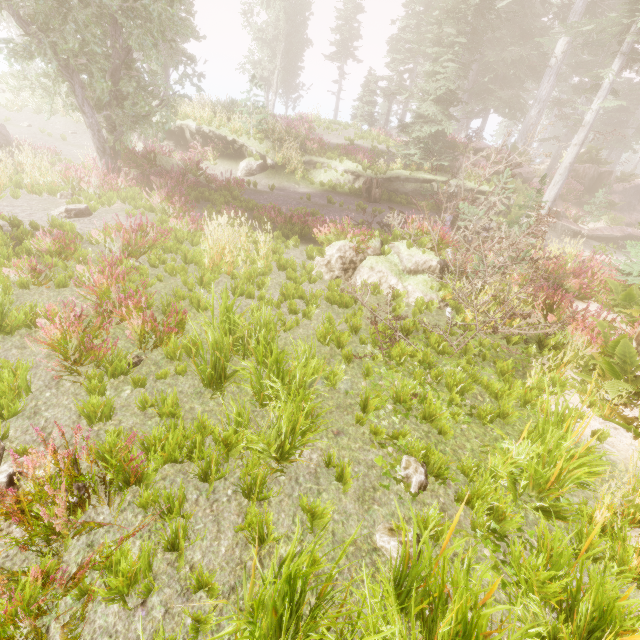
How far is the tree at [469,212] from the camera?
5.7m

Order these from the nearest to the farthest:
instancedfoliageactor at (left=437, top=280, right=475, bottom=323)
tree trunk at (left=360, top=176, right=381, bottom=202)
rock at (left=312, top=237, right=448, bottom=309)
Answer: instancedfoliageactor at (left=437, top=280, right=475, bottom=323) → rock at (left=312, top=237, right=448, bottom=309) → tree trunk at (left=360, top=176, right=381, bottom=202)

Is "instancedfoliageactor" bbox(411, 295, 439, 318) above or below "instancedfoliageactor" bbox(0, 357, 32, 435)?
below

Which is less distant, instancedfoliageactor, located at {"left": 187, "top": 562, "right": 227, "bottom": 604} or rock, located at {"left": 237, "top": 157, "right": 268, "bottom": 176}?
instancedfoliageactor, located at {"left": 187, "top": 562, "right": 227, "bottom": 604}

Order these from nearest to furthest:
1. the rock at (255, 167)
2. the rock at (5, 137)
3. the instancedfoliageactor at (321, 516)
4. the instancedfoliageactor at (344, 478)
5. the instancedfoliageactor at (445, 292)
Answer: the instancedfoliageactor at (321, 516) → the instancedfoliageactor at (344, 478) → the instancedfoliageactor at (445, 292) → the rock at (5, 137) → the rock at (255, 167)

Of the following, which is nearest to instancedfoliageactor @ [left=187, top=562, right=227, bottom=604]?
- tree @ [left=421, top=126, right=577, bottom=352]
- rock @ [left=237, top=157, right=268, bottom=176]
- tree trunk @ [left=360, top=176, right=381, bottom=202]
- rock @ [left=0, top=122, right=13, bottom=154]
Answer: tree @ [left=421, top=126, right=577, bottom=352]

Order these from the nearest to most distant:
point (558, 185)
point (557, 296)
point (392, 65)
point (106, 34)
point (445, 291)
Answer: point (445, 291), point (557, 296), point (106, 34), point (558, 185), point (392, 65)

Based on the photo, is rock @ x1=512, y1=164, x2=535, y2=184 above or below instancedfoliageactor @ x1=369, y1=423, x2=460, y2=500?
above
